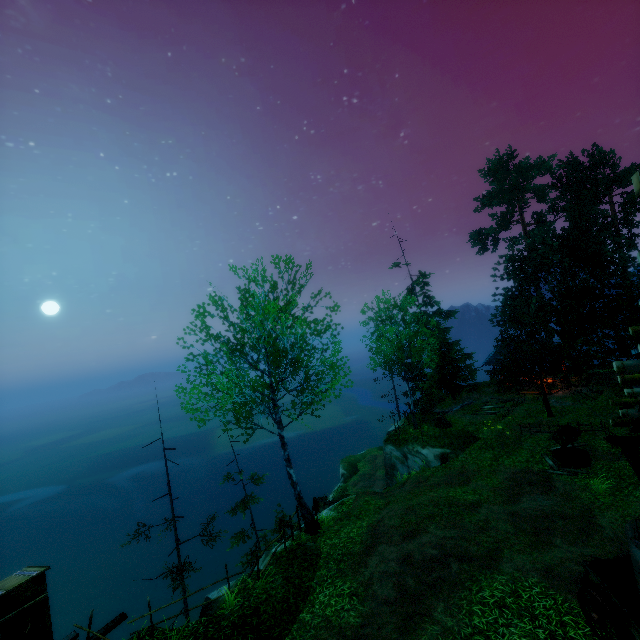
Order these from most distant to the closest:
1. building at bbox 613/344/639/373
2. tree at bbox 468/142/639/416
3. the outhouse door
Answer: tree at bbox 468/142/639/416
the outhouse door
building at bbox 613/344/639/373

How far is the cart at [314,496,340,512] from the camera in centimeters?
1933cm

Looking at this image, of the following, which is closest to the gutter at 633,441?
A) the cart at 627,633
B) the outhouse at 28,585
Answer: the cart at 627,633

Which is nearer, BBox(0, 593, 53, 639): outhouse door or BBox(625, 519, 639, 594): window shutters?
BBox(625, 519, 639, 594): window shutters

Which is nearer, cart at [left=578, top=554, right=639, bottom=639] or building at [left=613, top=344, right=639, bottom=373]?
building at [left=613, top=344, right=639, bottom=373]

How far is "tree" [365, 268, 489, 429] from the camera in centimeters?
2316cm

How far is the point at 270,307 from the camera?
12.9 meters

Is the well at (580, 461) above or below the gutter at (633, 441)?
below
